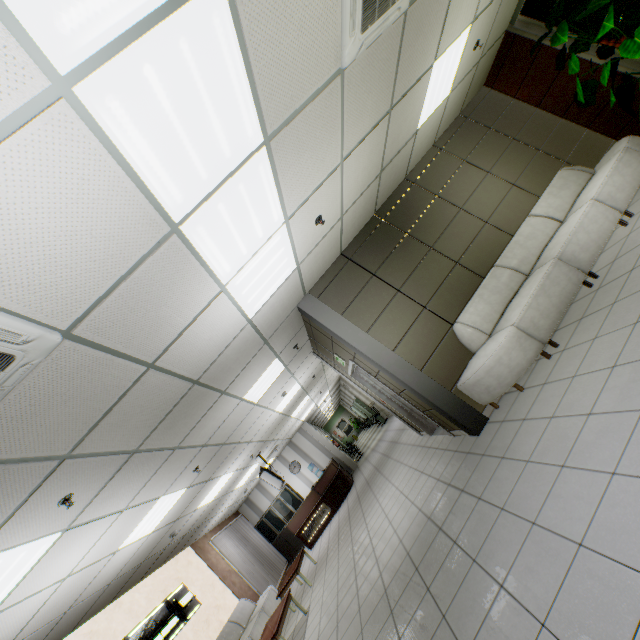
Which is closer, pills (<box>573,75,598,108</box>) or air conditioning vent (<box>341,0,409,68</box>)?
air conditioning vent (<box>341,0,409,68</box>)

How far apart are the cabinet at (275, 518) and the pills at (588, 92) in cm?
1570

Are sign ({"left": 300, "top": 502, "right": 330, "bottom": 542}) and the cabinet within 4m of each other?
yes

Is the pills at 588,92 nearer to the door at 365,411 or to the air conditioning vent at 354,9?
the air conditioning vent at 354,9

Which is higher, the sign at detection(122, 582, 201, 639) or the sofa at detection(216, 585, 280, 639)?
the sign at detection(122, 582, 201, 639)

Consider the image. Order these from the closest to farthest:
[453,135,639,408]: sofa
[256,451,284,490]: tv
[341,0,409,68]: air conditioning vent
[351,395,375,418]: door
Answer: [341,0,409,68]: air conditioning vent, [453,135,639,408]: sofa, [256,451,284,490]: tv, [351,395,375,418]: door

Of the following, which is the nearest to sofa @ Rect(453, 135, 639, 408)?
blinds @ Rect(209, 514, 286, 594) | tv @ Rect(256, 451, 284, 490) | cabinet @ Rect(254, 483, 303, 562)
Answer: tv @ Rect(256, 451, 284, 490)

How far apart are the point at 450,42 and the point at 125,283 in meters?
5.0
